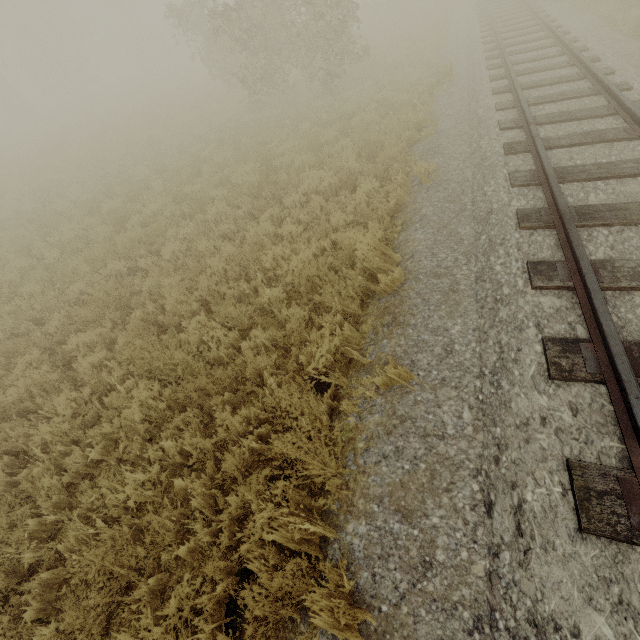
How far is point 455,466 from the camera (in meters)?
2.79
